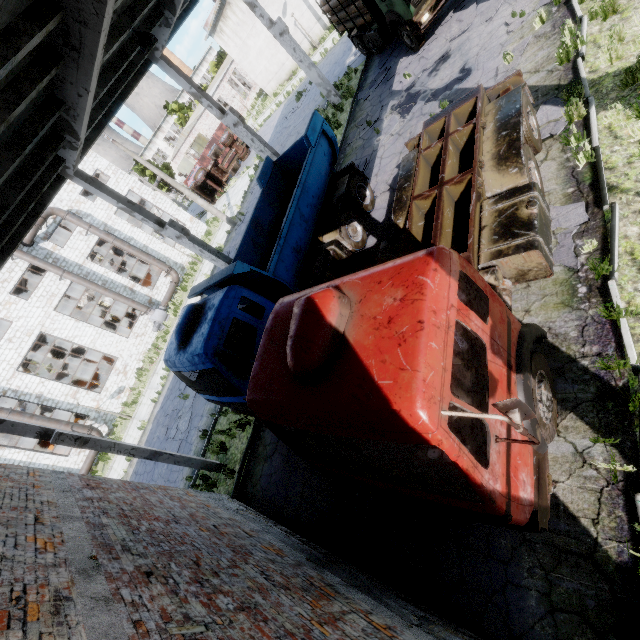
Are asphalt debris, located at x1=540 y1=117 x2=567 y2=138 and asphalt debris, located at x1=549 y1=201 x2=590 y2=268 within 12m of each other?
yes

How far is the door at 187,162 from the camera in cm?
4845

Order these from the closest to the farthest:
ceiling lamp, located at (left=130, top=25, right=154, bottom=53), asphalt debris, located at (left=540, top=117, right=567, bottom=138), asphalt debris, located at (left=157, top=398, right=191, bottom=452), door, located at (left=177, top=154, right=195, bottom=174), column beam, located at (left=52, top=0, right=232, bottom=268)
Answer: column beam, located at (left=52, top=0, right=232, bottom=268), asphalt debris, located at (left=540, top=117, right=567, bottom=138), ceiling lamp, located at (left=130, top=25, right=154, bottom=53), asphalt debris, located at (left=157, top=398, right=191, bottom=452), door, located at (left=177, top=154, right=195, bottom=174)

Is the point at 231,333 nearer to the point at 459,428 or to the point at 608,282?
the point at 459,428

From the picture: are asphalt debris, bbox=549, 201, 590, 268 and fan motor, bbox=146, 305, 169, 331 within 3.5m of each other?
no

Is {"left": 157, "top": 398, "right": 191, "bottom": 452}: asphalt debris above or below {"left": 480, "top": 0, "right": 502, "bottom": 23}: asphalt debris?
above

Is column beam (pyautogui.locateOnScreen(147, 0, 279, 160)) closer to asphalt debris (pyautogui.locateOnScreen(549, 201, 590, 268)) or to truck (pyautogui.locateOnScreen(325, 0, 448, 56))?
truck (pyautogui.locateOnScreen(325, 0, 448, 56))

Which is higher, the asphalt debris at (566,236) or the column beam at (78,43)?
the column beam at (78,43)
